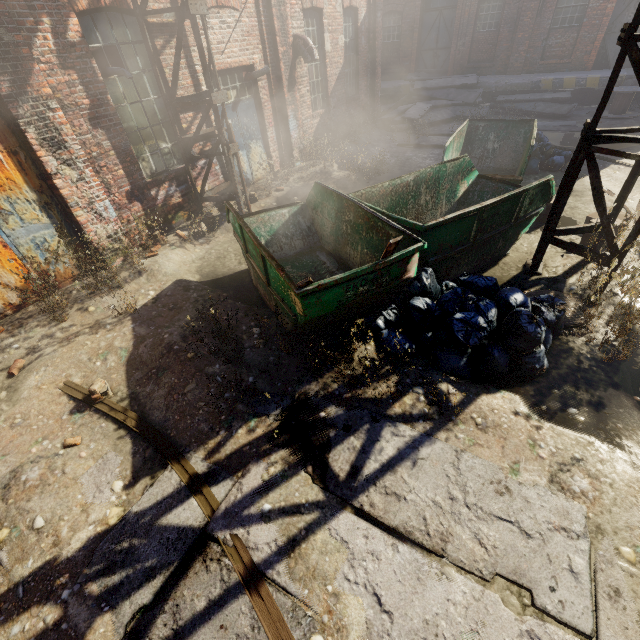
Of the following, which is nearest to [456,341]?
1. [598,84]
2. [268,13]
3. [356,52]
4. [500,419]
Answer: [500,419]

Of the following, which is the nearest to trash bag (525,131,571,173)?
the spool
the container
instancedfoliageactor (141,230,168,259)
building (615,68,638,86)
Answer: the container

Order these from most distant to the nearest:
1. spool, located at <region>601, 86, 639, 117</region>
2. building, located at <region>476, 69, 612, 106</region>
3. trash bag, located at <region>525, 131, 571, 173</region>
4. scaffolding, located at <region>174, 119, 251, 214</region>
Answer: building, located at <region>476, 69, 612, 106</region>
spool, located at <region>601, 86, 639, 117</region>
trash bag, located at <region>525, 131, 571, 173</region>
scaffolding, located at <region>174, 119, 251, 214</region>

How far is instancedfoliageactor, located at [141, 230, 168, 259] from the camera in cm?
659

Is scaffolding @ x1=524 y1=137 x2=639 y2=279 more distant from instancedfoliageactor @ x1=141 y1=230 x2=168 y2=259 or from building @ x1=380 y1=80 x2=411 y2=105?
building @ x1=380 y1=80 x2=411 y2=105

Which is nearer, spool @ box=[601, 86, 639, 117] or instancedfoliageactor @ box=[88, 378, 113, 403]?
instancedfoliageactor @ box=[88, 378, 113, 403]

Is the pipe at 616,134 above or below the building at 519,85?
above

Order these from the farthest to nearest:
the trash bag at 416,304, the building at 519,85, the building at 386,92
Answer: the building at 386,92
the building at 519,85
the trash bag at 416,304
